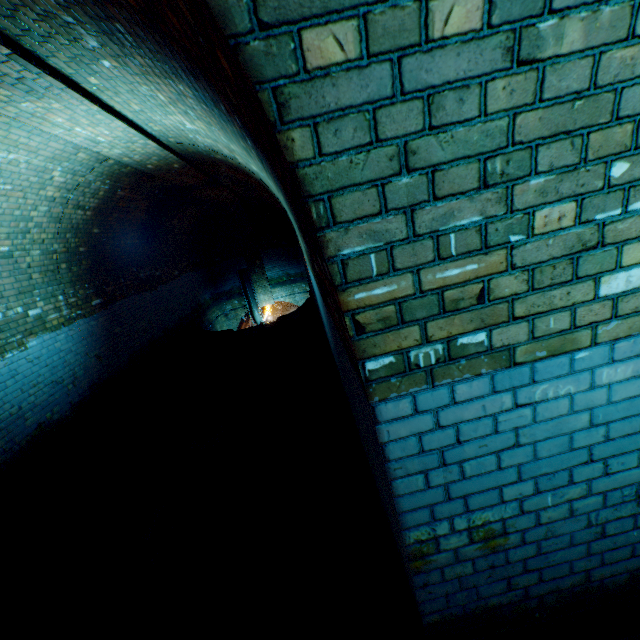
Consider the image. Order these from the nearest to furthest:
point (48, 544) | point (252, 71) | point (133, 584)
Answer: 1. point (252, 71)
2. point (133, 584)
3. point (48, 544)
